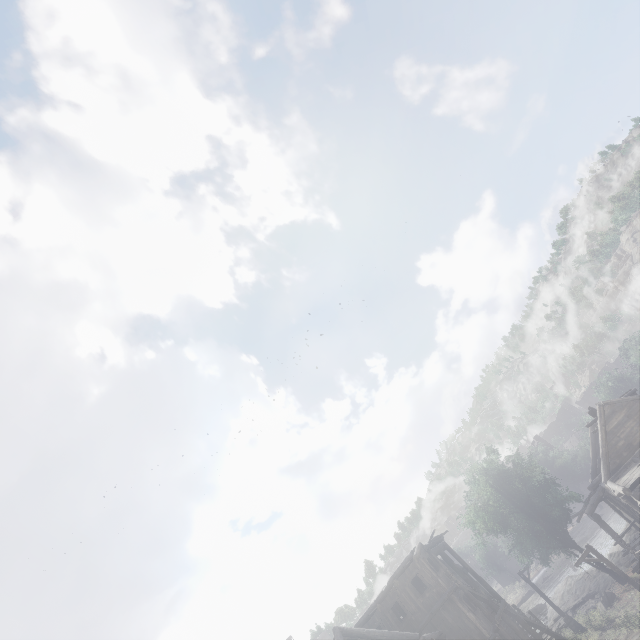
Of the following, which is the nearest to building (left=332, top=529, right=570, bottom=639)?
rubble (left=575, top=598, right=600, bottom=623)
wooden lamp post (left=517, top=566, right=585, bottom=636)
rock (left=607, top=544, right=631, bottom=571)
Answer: rock (left=607, top=544, right=631, bottom=571)

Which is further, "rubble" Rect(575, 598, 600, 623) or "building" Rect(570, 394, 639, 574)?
"rubble" Rect(575, 598, 600, 623)

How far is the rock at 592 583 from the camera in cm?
2995

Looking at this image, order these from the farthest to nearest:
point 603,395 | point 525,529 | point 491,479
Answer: point 603,395, point 491,479, point 525,529

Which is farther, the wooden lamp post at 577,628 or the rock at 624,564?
the rock at 624,564

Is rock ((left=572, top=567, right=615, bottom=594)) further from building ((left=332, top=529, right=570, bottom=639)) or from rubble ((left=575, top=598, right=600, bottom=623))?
rubble ((left=575, top=598, right=600, bottom=623))

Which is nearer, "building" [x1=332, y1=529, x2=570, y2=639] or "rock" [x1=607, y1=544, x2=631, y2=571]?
"building" [x1=332, y1=529, x2=570, y2=639]

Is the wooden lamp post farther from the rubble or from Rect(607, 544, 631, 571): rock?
Rect(607, 544, 631, 571): rock
